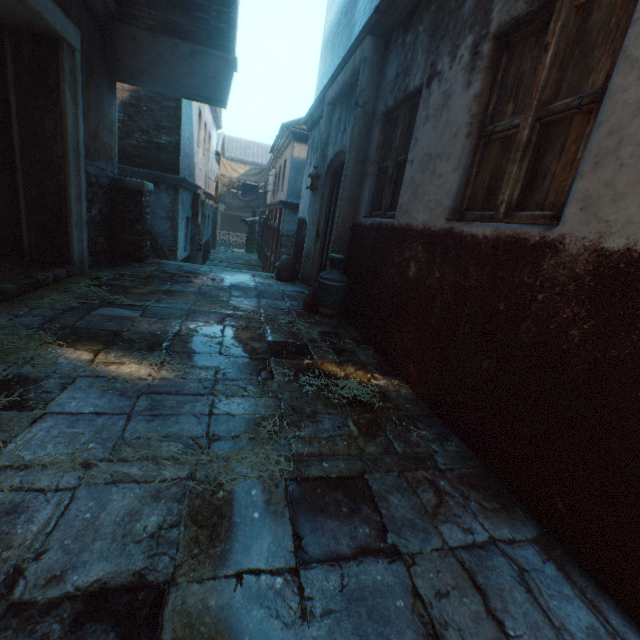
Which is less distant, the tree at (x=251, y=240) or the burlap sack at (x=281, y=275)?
the burlap sack at (x=281, y=275)

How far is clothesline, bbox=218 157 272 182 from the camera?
15.42m

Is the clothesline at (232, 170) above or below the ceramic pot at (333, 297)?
above

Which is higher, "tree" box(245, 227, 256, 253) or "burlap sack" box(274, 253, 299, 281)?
"burlap sack" box(274, 253, 299, 281)

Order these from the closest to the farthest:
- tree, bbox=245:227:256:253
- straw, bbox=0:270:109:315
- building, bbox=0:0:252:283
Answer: straw, bbox=0:270:109:315, building, bbox=0:0:252:283, tree, bbox=245:227:256:253

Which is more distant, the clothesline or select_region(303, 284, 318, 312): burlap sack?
the clothesline

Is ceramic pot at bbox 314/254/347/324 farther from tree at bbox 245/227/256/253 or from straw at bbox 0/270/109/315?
tree at bbox 245/227/256/253

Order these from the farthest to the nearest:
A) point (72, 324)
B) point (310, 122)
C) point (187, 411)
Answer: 1. point (310, 122)
2. point (72, 324)
3. point (187, 411)
